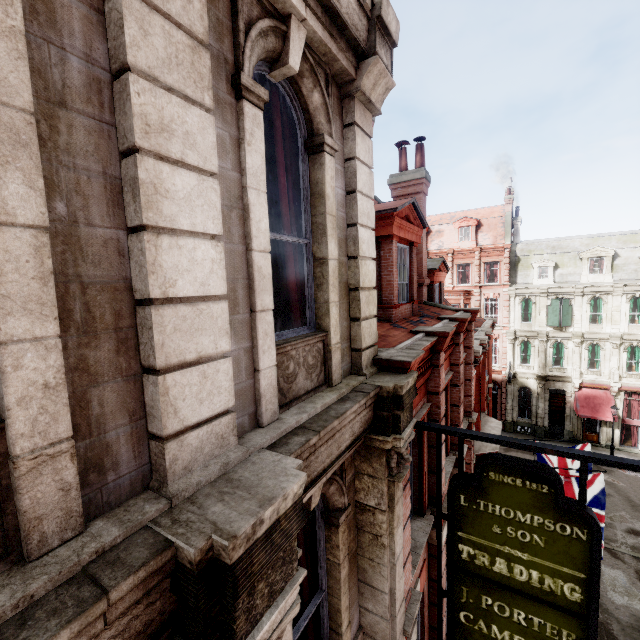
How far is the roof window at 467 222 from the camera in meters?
32.4 m

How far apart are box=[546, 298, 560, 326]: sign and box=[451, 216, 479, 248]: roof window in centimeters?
809cm

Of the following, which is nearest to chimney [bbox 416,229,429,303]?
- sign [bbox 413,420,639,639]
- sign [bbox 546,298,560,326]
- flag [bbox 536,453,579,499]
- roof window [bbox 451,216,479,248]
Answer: sign [bbox 413,420,639,639]

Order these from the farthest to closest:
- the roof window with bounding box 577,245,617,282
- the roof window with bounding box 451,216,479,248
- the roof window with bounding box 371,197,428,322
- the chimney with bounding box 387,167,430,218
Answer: the roof window with bounding box 451,216,479,248 → the roof window with bounding box 577,245,617,282 → the chimney with bounding box 387,167,430,218 → the roof window with bounding box 371,197,428,322

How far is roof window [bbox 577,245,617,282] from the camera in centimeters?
2728cm

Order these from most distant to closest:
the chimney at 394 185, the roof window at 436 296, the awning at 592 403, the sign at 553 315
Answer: the sign at 553 315 < the awning at 592 403 < the roof window at 436 296 < the chimney at 394 185

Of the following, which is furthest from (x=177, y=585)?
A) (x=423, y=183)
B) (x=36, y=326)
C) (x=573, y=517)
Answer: (x=423, y=183)

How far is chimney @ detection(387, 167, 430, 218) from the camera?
10.61m
